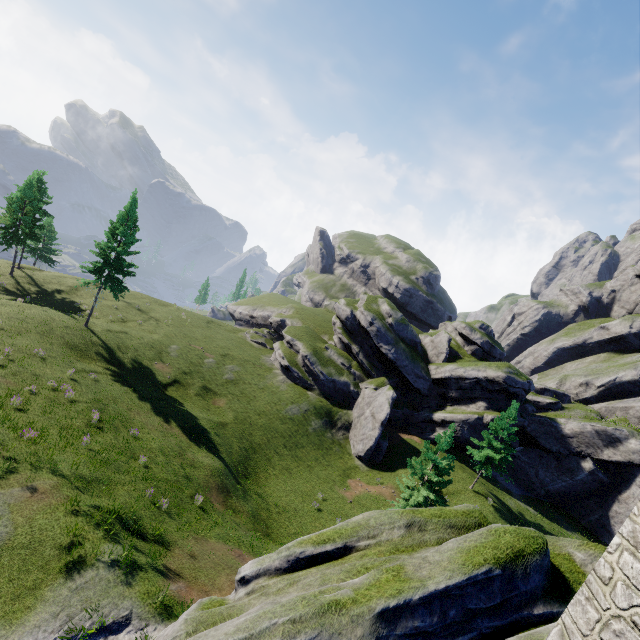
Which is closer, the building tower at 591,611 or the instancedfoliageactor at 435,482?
the building tower at 591,611

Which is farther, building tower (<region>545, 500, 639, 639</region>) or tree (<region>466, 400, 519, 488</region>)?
tree (<region>466, 400, 519, 488</region>)

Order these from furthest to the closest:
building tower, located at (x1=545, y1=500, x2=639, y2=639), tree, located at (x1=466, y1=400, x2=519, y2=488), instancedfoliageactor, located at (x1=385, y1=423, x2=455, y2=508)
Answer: tree, located at (x1=466, y1=400, x2=519, y2=488)
instancedfoliageactor, located at (x1=385, y1=423, x2=455, y2=508)
building tower, located at (x1=545, y1=500, x2=639, y2=639)

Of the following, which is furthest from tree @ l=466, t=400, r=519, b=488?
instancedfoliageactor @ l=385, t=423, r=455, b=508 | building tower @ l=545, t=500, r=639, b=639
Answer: building tower @ l=545, t=500, r=639, b=639

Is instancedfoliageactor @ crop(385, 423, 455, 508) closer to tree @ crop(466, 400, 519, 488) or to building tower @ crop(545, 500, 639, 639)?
→ tree @ crop(466, 400, 519, 488)

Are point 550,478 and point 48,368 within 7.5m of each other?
no

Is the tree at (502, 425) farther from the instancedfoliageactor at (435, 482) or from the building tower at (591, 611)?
the building tower at (591, 611)
